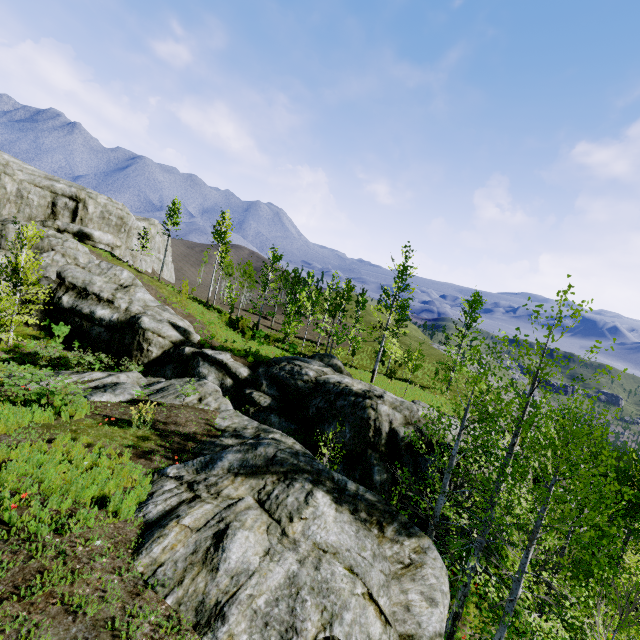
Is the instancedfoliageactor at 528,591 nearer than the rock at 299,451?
No

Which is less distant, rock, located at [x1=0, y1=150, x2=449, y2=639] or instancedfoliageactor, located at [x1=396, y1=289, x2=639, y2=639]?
rock, located at [x1=0, y1=150, x2=449, y2=639]

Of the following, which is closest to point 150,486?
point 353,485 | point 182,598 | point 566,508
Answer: point 182,598
